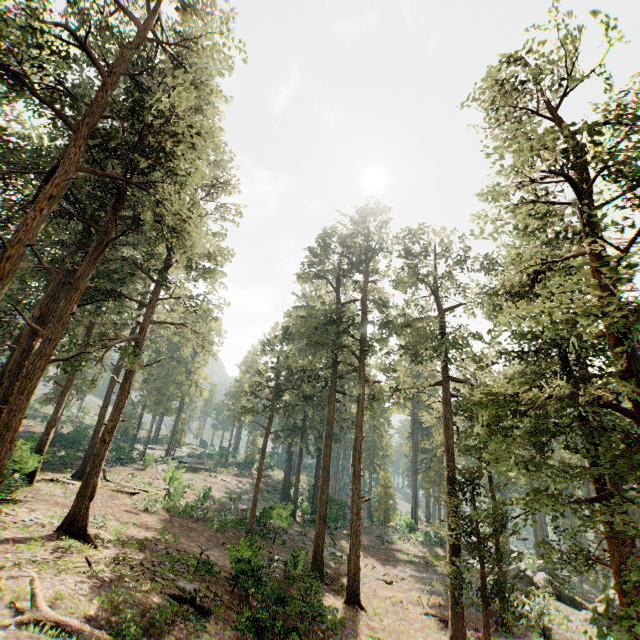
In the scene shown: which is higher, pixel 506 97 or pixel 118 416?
pixel 506 97

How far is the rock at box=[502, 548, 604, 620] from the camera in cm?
2497

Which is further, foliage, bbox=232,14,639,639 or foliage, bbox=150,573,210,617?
foliage, bbox=150,573,210,617

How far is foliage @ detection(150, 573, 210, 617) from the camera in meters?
13.2 m

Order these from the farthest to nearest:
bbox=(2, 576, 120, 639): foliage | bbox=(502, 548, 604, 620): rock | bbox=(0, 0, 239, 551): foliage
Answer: bbox=(502, 548, 604, 620): rock, bbox=(0, 0, 239, 551): foliage, bbox=(2, 576, 120, 639): foliage

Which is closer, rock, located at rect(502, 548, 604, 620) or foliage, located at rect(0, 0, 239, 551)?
foliage, located at rect(0, 0, 239, 551)

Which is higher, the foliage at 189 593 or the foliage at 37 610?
the foliage at 37 610

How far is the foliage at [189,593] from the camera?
13.15m
